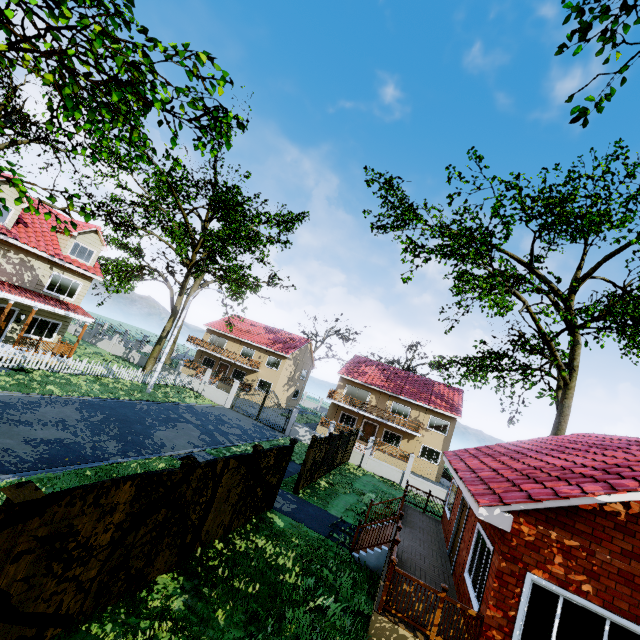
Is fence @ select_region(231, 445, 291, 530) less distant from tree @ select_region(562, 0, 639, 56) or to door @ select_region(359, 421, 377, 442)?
tree @ select_region(562, 0, 639, 56)

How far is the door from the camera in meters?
34.5

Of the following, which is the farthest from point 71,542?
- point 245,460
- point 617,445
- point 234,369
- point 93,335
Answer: point 93,335

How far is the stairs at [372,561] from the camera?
10.2m

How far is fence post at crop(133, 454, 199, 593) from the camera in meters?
6.2

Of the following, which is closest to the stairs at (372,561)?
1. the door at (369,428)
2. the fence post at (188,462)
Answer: the fence post at (188,462)

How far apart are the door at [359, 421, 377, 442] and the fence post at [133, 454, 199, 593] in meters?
30.3 m

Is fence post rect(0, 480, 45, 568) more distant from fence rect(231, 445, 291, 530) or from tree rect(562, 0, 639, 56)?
tree rect(562, 0, 639, 56)
